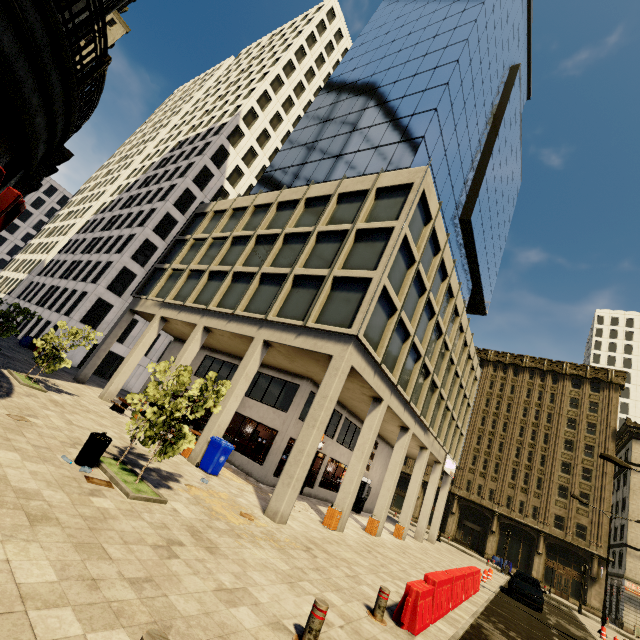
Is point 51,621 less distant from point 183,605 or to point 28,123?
point 183,605

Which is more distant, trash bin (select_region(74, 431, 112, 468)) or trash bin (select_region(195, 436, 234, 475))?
trash bin (select_region(195, 436, 234, 475))

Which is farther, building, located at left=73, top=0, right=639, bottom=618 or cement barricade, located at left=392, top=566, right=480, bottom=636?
building, located at left=73, top=0, right=639, bottom=618

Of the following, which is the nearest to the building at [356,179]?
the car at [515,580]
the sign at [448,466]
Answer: the sign at [448,466]

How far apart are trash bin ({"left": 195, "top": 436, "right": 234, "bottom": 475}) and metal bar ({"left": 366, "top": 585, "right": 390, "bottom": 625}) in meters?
7.9

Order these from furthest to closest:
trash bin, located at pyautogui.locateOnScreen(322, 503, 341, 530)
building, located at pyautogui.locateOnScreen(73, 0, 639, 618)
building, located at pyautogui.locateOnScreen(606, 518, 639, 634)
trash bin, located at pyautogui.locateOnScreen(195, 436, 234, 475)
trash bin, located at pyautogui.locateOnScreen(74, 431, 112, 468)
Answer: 1. building, located at pyautogui.locateOnScreen(606, 518, 639, 634)
2. building, located at pyautogui.locateOnScreen(73, 0, 639, 618)
3. trash bin, located at pyautogui.locateOnScreen(322, 503, 341, 530)
4. trash bin, located at pyautogui.locateOnScreen(195, 436, 234, 475)
5. trash bin, located at pyautogui.locateOnScreen(74, 431, 112, 468)

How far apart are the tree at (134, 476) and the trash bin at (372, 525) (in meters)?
13.31

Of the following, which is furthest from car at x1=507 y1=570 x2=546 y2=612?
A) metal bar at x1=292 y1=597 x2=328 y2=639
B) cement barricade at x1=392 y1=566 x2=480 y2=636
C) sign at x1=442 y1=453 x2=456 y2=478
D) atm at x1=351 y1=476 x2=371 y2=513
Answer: metal bar at x1=292 y1=597 x2=328 y2=639
